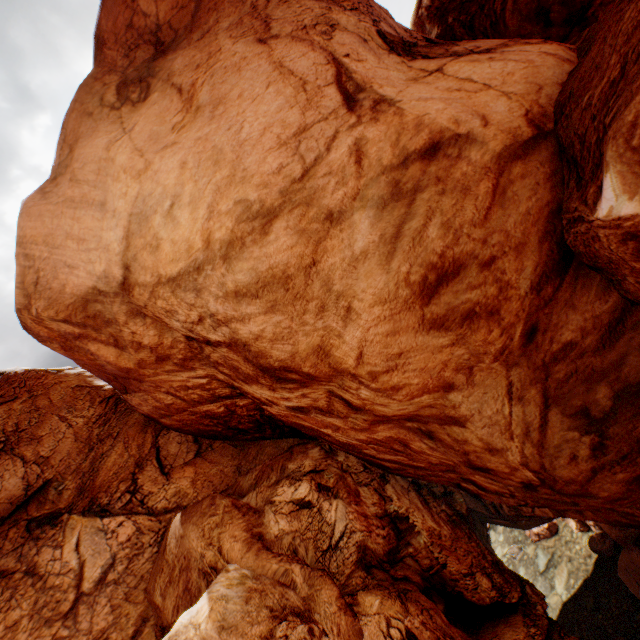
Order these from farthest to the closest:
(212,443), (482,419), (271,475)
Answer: (212,443)
(271,475)
(482,419)
